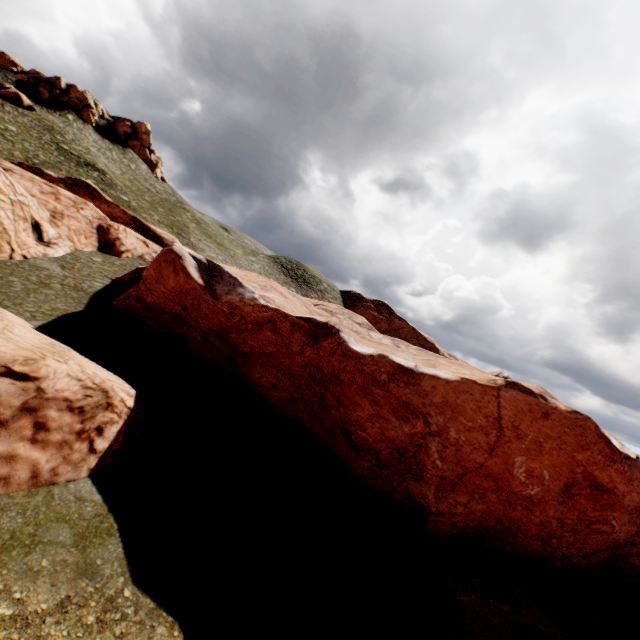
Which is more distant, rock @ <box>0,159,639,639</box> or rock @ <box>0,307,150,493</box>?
rock @ <box>0,159,639,639</box>

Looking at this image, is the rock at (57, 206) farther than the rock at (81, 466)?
Yes

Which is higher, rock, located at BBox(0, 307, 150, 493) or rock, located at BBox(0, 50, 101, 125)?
rock, located at BBox(0, 50, 101, 125)

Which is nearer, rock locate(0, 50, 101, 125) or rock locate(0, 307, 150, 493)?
rock locate(0, 307, 150, 493)

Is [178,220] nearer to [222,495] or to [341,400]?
[341,400]

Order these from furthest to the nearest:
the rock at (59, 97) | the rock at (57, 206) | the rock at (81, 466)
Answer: the rock at (59, 97)
the rock at (57, 206)
the rock at (81, 466)

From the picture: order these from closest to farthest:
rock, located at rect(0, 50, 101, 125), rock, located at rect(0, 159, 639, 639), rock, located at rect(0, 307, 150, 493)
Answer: rock, located at rect(0, 307, 150, 493)
rock, located at rect(0, 159, 639, 639)
rock, located at rect(0, 50, 101, 125)
